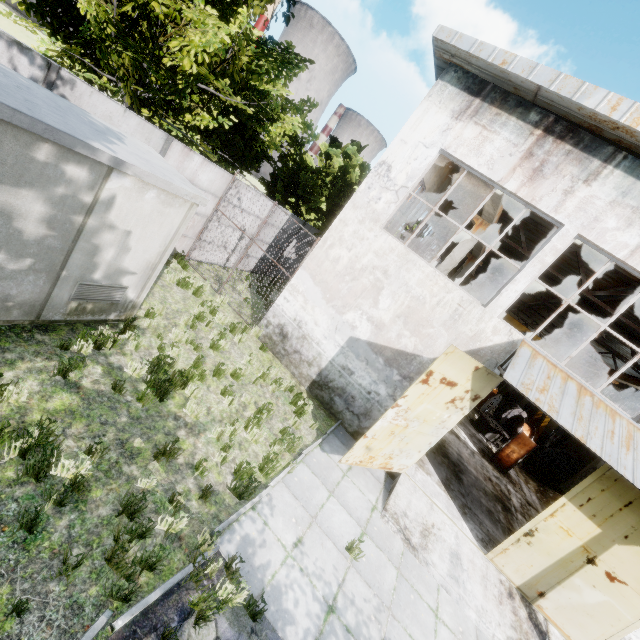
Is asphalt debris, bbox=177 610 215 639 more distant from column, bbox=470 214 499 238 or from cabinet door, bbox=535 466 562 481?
cabinet door, bbox=535 466 562 481

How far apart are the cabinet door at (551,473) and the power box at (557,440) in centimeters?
1243cm

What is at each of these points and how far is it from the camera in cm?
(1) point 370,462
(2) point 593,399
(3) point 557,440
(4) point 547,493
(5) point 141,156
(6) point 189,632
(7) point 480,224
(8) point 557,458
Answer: (1) door, 818
(2) awning, 734
(3) power box, 2778
(4) concrete debris, 1627
(5) fuse box, 596
(6) asphalt debris, 379
(7) column, 1230
(8) wire spool, 1945

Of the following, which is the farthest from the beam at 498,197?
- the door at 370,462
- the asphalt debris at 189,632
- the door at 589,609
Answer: the asphalt debris at 189,632

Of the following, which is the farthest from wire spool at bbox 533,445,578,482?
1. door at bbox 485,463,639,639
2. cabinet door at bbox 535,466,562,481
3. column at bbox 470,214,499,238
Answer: column at bbox 470,214,499,238

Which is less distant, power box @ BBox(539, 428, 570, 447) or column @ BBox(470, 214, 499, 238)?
column @ BBox(470, 214, 499, 238)

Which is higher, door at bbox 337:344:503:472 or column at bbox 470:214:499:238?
column at bbox 470:214:499:238

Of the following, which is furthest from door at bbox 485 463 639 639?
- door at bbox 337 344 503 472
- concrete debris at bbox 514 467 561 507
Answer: concrete debris at bbox 514 467 561 507
